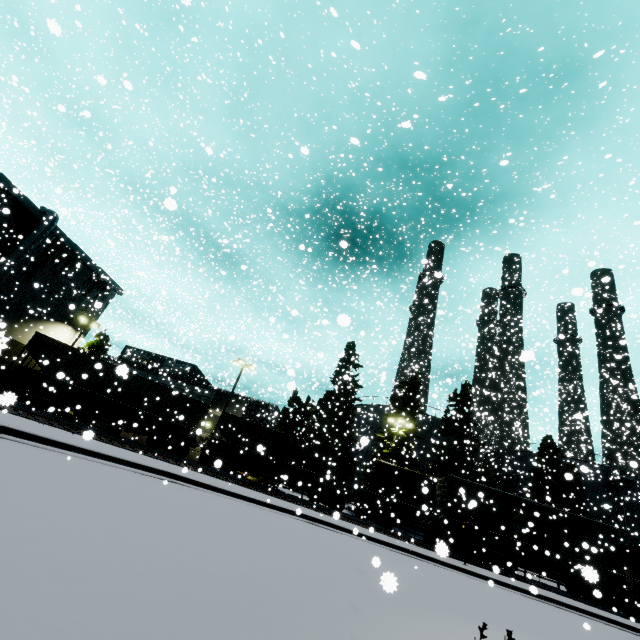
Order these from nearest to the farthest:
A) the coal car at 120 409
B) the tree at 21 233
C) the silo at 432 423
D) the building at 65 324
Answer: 1. the coal car at 120 409
2. the tree at 21 233
3. the building at 65 324
4. the silo at 432 423

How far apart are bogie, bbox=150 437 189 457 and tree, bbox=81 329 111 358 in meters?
17.9

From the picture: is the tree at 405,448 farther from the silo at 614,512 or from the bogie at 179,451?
the bogie at 179,451

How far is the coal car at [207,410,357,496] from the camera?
25.2m

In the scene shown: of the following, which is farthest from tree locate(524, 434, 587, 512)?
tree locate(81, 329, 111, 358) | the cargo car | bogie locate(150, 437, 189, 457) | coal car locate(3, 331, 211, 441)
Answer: tree locate(81, 329, 111, 358)

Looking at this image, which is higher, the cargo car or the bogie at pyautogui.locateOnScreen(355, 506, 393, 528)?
the cargo car

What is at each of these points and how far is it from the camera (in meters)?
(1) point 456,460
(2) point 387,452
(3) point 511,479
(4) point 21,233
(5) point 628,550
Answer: (1) tree, 32.84
(2) tree, 33.78
(3) silo, 41.53
(4) tree, 29.72
(5) coal car, 15.87

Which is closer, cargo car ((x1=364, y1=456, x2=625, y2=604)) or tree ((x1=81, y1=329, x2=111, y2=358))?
cargo car ((x1=364, y1=456, x2=625, y2=604))
